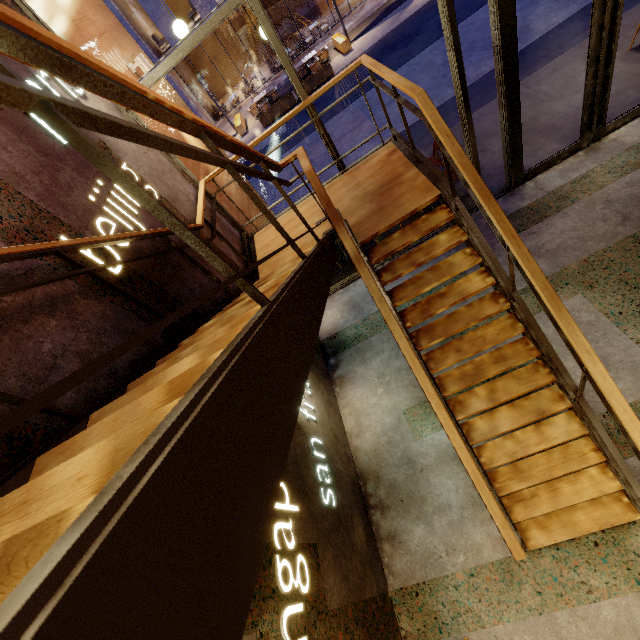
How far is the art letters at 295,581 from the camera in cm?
247

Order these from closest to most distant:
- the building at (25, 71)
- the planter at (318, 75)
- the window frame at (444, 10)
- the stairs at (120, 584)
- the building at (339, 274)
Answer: the stairs at (120, 584)
the building at (25, 71)
the window frame at (444, 10)
the building at (339, 274)
the planter at (318, 75)

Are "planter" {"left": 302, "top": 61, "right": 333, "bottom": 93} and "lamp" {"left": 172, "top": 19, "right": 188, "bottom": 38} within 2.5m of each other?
no

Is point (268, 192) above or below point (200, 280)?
below

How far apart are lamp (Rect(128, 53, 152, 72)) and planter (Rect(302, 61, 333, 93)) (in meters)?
12.35

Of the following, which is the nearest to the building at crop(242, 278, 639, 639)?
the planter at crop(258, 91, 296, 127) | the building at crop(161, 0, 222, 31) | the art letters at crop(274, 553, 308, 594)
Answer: the art letters at crop(274, 553, 308, 594)

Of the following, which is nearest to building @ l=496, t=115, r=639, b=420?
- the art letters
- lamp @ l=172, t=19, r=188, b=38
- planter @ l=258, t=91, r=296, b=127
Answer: the art letters

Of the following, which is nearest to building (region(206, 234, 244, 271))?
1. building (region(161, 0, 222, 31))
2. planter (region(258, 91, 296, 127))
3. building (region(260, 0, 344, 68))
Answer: planter (region(258, 91, 296, 127))
